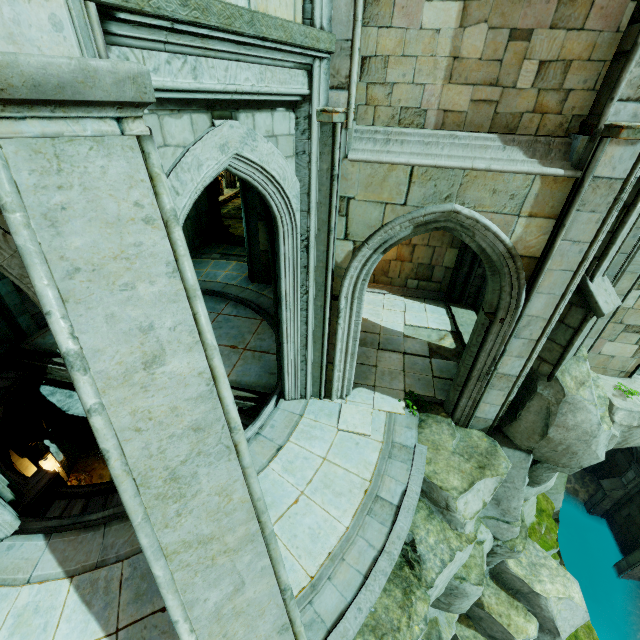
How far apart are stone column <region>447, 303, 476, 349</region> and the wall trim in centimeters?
576cm

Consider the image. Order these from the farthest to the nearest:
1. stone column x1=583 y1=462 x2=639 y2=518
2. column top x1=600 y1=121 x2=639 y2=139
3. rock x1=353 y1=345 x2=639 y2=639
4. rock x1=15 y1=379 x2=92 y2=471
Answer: stone column x1=583 y1=462 x2=639 y2=518, rock x1=15 y1=379 x2=92 y2=471, rock x1=353 y1=345 x2=639 y2=639, column top x1=600 y1=121 x2=639 y2=139

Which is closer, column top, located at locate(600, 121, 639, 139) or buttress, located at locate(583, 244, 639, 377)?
column top, located at locate(600, 121, 639, 139)

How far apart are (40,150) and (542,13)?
6.0m

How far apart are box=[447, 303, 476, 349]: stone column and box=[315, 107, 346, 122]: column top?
7.5m

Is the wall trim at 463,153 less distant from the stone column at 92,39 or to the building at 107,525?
the building at 107,525

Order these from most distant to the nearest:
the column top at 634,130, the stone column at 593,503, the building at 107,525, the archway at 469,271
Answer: the stone column at 593,503, the archway at 469,271, the building at 107,525, the column top at 634,130

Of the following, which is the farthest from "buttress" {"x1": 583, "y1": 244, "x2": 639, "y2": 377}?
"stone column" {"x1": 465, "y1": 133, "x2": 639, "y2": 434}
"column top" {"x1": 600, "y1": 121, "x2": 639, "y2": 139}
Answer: "column top" {"x1": 600, "y1": 121, "x2": 639, "y2": 139}
